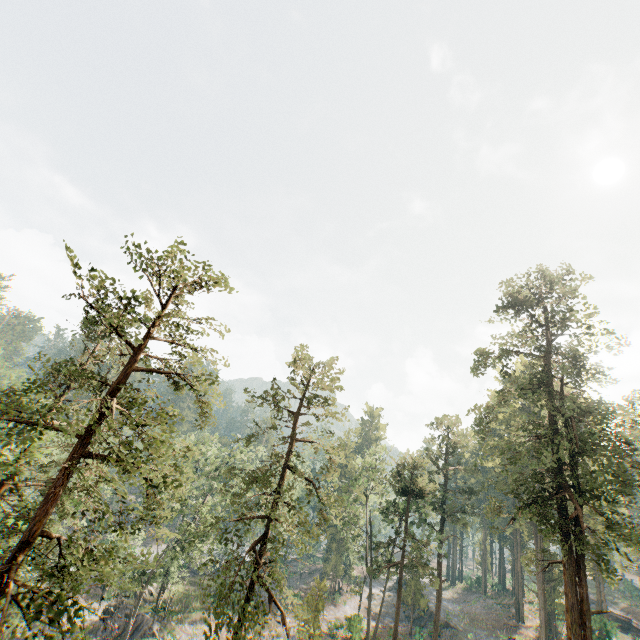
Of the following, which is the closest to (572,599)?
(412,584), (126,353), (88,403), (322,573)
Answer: (412,584)

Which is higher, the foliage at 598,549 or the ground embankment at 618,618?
the foliage at 598,549

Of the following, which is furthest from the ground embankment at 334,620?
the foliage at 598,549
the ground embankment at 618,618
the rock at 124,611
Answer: the ground embankment at 618,618

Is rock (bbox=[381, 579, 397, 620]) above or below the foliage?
below

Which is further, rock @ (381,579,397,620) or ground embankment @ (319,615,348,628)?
rock @ (381,579,397,620)

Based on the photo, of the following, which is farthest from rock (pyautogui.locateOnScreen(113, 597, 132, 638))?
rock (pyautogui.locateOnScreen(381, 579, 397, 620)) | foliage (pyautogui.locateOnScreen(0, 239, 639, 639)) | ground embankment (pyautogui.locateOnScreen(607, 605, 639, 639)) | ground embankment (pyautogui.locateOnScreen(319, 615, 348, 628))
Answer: ground embankment (pyautogui.locateOnScreen(607, 605, 639, 639))

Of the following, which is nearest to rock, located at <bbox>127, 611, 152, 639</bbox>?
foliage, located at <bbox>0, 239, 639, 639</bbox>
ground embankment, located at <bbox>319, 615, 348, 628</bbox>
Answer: foliage, located at <bbox>0, 239, 639, 639</bbox>

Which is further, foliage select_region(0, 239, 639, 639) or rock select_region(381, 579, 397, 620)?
rock select_region(381, 579, 397, 620)
